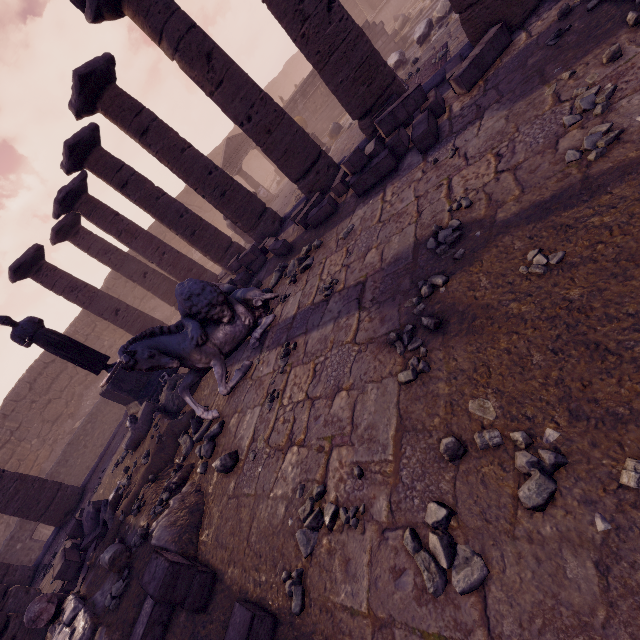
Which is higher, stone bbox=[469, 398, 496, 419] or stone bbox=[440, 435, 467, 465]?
stone bbox=[440, 435, 467, 465]

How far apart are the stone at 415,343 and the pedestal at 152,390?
8.08m

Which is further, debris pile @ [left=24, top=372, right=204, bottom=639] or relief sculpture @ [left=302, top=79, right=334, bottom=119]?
relief sculpture @ [left=302, top=79, right=334, bottom=119]

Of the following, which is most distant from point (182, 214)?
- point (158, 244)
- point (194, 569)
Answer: point (194, 569)

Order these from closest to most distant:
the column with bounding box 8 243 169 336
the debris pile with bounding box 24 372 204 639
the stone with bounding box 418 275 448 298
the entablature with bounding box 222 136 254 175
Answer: the stone with bounding box 418 275 448 298
the debris pile with bounding box 24 372 204 639
the column with bounding box 8 243 169 336
the entablature with bounding box 222 136 254 175

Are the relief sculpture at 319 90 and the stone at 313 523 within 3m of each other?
no

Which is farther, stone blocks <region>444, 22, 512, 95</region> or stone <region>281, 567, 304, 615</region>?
stone blocks <region>444, 22, 512, 95</region>

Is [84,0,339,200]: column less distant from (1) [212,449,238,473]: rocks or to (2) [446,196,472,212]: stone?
(2) [446,196,472,212]: stone
